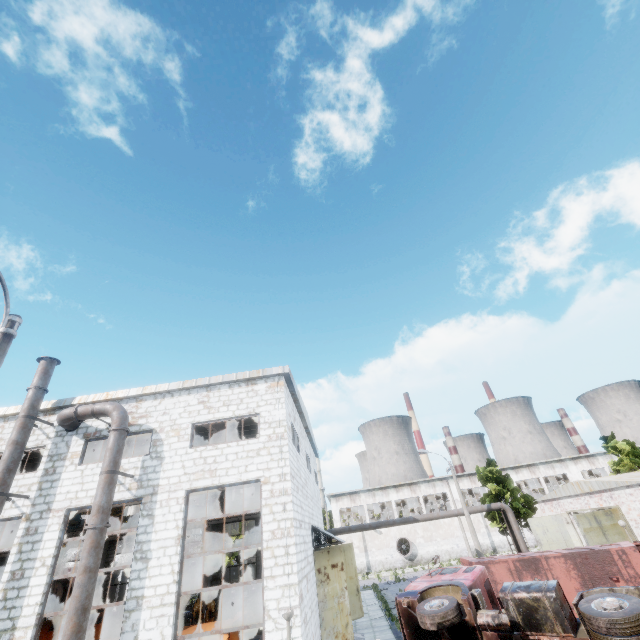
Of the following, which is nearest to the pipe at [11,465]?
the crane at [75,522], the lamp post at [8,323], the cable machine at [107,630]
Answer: the crane at [75,522]

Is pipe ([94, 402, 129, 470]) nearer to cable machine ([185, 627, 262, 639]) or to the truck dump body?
cable machine ([185, 627, 262, 639])

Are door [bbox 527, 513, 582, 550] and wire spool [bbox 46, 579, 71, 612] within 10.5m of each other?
no

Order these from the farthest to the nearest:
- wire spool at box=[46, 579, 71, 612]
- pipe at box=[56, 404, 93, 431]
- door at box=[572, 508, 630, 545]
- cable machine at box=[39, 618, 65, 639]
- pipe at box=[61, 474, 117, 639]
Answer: cable machine at box=[39, 618, 65, 639] < wire spool at box=[46, 579, 71, 612] < door at box=[572, 508, 630, 545] < pipe at box=[56, 404, 93, 431] < pipe at box=[61, 474, 117, 639]

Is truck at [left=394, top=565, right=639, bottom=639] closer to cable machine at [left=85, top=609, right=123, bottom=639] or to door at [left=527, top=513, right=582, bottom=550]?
door at [left=527, top=513, right=582, bottom=550]

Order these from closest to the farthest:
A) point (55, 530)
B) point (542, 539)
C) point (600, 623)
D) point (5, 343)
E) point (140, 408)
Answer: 1. point (5, 343)
2. point (600, 623)
3. point (55, 530)
4. point (140, 408)
5. point (542, 539)

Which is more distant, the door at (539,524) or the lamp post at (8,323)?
the door at (539,524)
